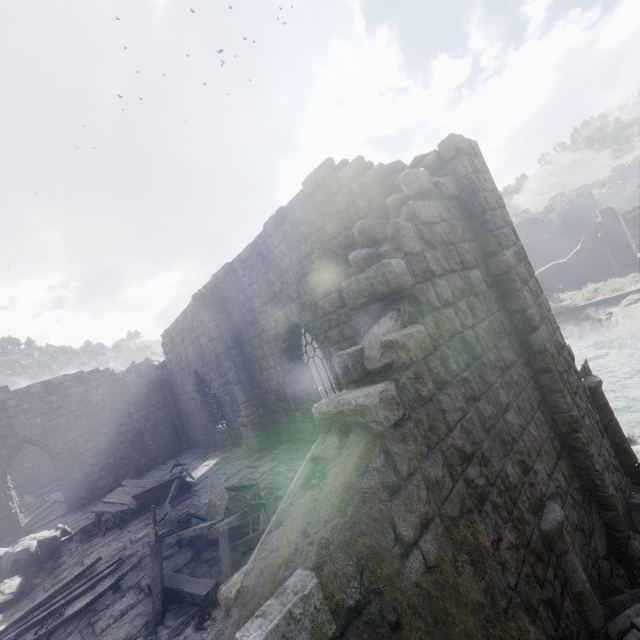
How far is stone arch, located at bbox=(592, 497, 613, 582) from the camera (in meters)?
4.77

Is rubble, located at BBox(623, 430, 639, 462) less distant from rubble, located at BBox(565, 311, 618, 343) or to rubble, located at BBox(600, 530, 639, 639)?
rubble, located at BBox(600, 530, 639, 639)

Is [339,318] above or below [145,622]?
above

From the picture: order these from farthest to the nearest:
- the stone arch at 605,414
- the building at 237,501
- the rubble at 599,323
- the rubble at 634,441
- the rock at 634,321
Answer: the rubble at 599,323 < the rock at 634,321 < the rubble at 634,441 < the building at 237,501 < the stone arch at 605,414

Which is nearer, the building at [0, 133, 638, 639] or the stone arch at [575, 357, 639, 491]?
the building at [0, 133, 638, 639]

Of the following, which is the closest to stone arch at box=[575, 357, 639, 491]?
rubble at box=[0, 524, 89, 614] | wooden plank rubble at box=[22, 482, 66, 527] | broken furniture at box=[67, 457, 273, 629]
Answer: broken furniture at box=[67, 457, 273, 629]

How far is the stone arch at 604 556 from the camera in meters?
4.8 m

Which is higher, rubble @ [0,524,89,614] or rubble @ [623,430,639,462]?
rubble @ [0,524,89,614]
